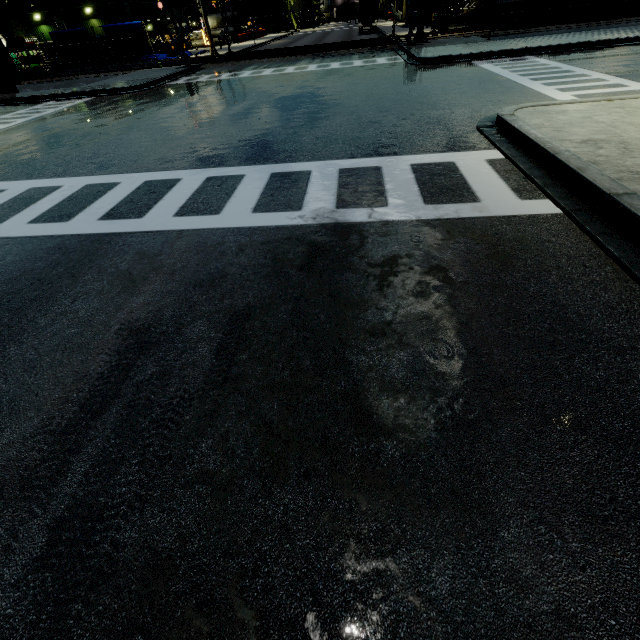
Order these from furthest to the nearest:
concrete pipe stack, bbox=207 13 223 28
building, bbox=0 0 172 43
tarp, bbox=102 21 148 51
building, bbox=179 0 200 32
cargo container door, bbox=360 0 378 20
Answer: concrete pipe stack, bbox=207 13 223 28 < building, bbox=179 0 200 32 < cargo container door, bbox=360 0 378 20 < building, bbox=0 0 172 43 < tarp, bbox=102 21 148 51

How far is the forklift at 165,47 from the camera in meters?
38.8

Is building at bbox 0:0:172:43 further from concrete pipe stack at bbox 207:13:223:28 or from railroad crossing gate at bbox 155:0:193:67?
railroad crossing gate at bbox 155:0:193:67

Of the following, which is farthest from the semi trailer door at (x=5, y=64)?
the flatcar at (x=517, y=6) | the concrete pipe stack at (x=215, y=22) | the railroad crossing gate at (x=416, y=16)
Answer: the concrete pipe stack at (x=215, y=22)

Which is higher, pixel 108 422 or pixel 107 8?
pixel 107 8

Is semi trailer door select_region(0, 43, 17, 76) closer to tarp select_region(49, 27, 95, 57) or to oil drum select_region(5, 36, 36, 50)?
tarp select_region(49, 27, 95, 57)

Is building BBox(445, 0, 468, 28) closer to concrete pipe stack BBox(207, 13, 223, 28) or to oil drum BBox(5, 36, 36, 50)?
concrete pipe stack BBox(207, 13, 223, 28)

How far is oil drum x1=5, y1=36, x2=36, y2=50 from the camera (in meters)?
32.22
